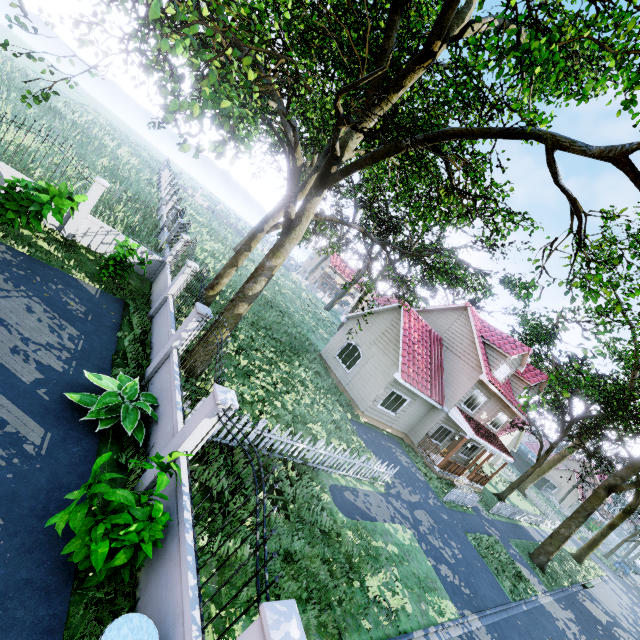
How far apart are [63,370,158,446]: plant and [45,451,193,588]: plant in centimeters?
166cm

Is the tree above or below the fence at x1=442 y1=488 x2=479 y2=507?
above

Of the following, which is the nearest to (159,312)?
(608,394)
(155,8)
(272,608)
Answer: (155,8)

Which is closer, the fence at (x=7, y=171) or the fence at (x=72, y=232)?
the fence at (x=7, y=171)

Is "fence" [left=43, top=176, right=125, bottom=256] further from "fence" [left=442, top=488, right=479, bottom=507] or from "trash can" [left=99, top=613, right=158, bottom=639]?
"fence" [left=442, top=488, right=479, bottom=507]

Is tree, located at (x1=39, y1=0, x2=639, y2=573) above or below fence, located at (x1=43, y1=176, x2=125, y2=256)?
above

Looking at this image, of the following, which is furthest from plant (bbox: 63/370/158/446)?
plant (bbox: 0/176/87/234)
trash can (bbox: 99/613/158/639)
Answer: plant (bbox: 0/176/87/234)

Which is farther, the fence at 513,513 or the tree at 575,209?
the fence at 513,513
